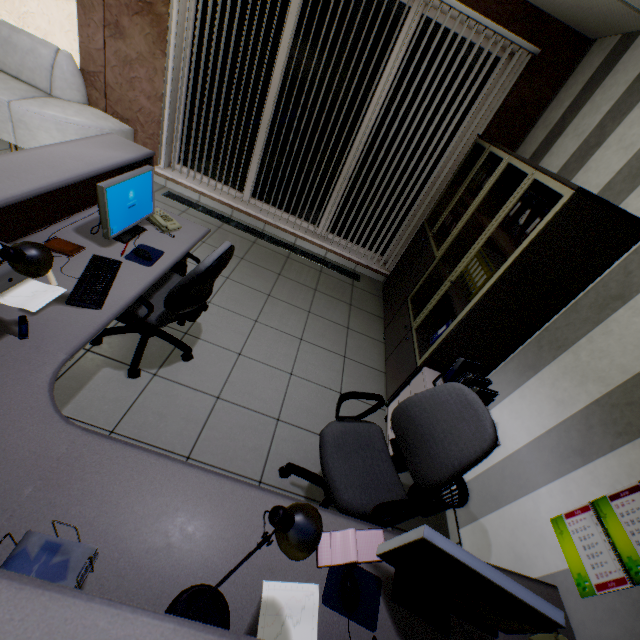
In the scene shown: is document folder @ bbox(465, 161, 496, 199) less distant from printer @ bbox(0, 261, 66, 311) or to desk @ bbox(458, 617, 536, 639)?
desk @ bbox(458, 617, 536, 639)

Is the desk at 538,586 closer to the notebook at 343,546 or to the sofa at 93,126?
the notebook at 343,546

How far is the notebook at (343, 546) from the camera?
1.28m

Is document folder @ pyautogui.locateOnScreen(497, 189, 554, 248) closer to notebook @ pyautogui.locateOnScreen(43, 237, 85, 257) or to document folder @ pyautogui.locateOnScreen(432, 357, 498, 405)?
document folder @ pyautogui.locateOnScreen(432, 357, 498, 405)

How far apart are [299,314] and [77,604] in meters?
3.1 m

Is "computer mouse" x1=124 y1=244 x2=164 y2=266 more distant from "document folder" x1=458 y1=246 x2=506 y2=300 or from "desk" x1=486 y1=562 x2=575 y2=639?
"document folder" x1=458 y1=246 x2=506 y2=300

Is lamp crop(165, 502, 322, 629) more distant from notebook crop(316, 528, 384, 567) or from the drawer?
the drawer

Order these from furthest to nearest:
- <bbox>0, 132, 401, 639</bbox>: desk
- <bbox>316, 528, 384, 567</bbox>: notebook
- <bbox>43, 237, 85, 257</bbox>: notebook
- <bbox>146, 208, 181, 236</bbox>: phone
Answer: <bbox>146, 208, 181, 236</bbox>: phone → <bbox>43, 237, 85, 257</bbox>: notebook → <bbox>316, 528, 384, 567</bbox>: notebook → <bbox>0, 132, 401, 639</bbox>: desk
